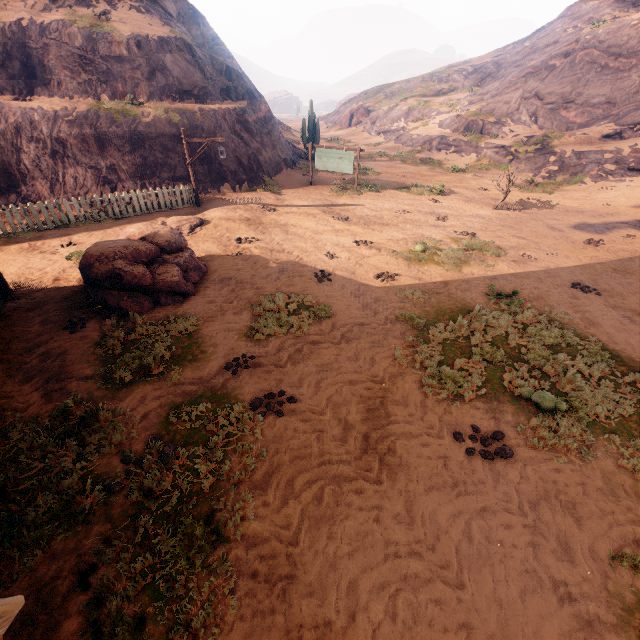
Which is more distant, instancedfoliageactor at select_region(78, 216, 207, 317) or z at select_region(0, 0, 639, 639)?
instancedfoliageactor at select_region(78, 216, 207, 317)

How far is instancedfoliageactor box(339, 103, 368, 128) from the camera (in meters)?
43.95

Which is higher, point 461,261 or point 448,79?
point 448,79

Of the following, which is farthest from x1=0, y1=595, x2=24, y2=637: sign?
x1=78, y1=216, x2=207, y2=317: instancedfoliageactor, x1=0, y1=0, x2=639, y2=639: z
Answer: x1=78, y1=216, x2=207, y2=317: instancedfoliageactor

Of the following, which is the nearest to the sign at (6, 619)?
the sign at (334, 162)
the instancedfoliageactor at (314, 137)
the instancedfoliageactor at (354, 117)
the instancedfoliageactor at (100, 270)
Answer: the instancedfoliageactor at (100, 270)

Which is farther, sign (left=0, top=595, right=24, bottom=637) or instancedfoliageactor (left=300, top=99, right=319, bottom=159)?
instancedfoliageactor (left=300, top=99, right=319, bottom=159)

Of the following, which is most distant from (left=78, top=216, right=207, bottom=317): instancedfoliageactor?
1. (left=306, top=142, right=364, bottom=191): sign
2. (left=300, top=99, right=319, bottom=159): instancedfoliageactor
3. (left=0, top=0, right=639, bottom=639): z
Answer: (left=300, top=99, right=319, bottom=159): instancedfoliageactor

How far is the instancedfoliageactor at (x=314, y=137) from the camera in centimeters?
2423cm
